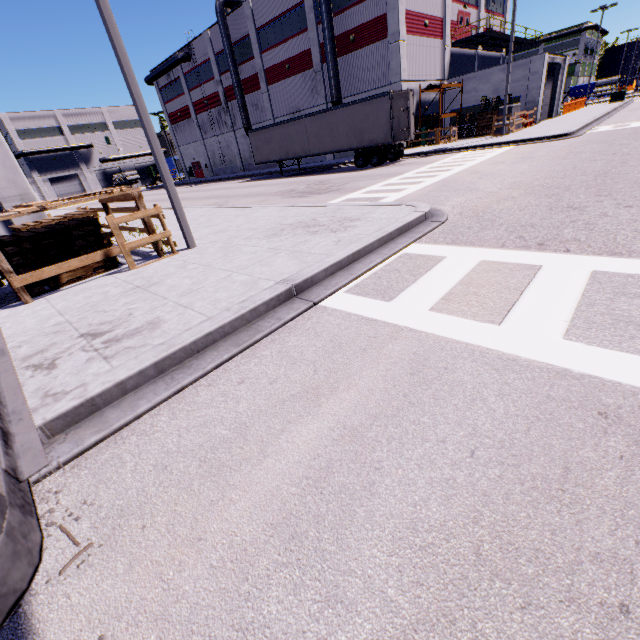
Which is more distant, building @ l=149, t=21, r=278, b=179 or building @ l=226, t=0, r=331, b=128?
building @ l=149, t=21, r=278, b=179

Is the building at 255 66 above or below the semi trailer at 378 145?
above

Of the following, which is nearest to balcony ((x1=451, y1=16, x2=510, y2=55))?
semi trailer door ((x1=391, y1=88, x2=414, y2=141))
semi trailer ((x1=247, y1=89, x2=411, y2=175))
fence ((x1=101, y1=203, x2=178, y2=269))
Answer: semi trailer ((x1=247, y1=89, x2=411, y2=175))

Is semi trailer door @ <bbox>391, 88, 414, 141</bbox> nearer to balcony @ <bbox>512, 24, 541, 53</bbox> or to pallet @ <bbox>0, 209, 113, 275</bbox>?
pallet @ <bbox>0, 209, 113, 275</bbox>

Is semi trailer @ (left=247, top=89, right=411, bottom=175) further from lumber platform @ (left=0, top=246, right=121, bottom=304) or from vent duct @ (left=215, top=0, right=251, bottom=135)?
lumber platform @ (left=0, top=246, right=121, bottom=304)

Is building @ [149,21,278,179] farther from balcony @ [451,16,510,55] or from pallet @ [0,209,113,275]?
pallet @ [0,209,113,275]

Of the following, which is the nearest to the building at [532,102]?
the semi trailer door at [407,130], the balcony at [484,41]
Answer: the balcony at [484,41]

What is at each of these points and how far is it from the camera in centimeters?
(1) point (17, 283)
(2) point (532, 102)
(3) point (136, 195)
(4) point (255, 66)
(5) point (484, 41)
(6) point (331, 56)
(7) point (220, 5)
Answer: (1) lumber platform, 615cm
(2) building, 2680cm
(3) lumber platform, 731cm
(4) building, 3438cm
(5) balcony, 3127cm
(6) vent duct, 2662cm
(7) vent duct, 3195cm
